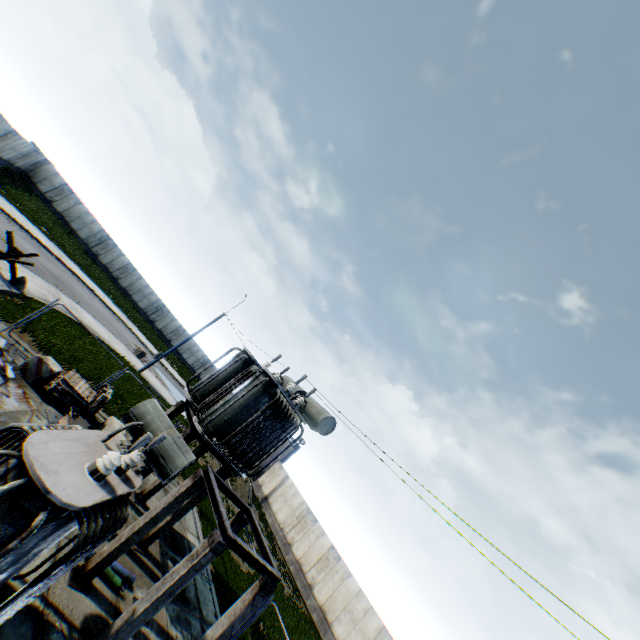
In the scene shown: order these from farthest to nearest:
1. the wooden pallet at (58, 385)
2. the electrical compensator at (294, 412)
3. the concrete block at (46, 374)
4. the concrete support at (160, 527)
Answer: the wooden pallet at (58, 385) → the concrete block at (46, 374) → the electrical compensator at (294, 412) → the concrete support at (160, 527)

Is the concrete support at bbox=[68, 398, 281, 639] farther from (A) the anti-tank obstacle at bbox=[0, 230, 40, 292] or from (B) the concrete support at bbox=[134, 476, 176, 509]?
(A) the anti-tank obstacle at bbox=[0, 230, 40, 292]

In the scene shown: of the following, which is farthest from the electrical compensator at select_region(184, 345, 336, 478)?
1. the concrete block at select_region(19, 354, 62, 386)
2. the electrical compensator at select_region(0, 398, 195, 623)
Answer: the concrete block at select_region(19, 354, 62, 386)

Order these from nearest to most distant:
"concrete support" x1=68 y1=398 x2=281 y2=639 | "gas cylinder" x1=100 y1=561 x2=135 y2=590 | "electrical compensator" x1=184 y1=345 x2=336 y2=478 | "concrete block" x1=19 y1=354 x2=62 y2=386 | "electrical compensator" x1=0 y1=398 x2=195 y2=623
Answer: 1. "electrical compensator" x1=0 y1=398 x2=195 y2=623
2. "concrete support" x1=68 y1=398 x2=281 y2=639
3. "gas cylinder" x1=100 y1=561 x2=135 y2=590
4. "electrical compensator" x1=184 y1=345 x2=336 y2=478
5. "concrete block" x1=19 y1=354 x2=62 y2=386

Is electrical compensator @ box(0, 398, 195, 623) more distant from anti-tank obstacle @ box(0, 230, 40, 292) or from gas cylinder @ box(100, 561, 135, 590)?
anti-tank obstacle @ box(0, 230, 40, 292)

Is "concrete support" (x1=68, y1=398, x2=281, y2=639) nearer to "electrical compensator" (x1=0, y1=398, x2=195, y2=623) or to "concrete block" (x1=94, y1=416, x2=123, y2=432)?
"electrical compensator" (x1=0, y1=398, x2=195, y2=623)

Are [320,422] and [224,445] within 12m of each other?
yes

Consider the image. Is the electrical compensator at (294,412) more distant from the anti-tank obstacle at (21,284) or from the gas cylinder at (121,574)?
Answer: the anti-tank obstacle at (21,284)
